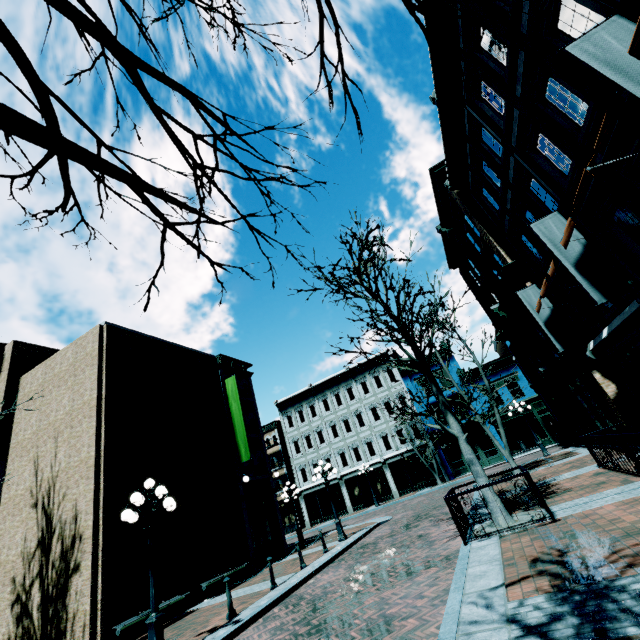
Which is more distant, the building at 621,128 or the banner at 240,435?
the banner at 240,435

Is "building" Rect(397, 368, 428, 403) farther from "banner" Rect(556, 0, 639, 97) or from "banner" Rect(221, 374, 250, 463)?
"banner" Rect(556, 0, 639, 97)

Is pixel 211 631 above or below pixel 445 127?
below

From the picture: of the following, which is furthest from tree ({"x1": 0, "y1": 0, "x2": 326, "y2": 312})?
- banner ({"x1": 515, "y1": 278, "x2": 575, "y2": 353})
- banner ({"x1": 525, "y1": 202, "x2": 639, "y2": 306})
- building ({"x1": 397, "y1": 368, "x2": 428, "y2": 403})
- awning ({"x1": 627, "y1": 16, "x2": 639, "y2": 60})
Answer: building ({"x1": 397, "y1": 368, "x2": 428, "y2": 403})

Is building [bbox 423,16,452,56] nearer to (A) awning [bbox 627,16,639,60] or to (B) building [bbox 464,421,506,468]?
(A) awning [bbox 627,16,639,60]

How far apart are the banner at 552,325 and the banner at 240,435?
15.25m

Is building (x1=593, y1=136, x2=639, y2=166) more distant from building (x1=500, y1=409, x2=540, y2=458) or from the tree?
the tree

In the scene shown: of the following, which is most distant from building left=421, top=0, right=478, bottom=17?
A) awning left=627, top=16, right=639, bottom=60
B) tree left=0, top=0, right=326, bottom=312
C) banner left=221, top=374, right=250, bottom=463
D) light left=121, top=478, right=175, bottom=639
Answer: banner left=221, top=374, right=250, bottom=463
